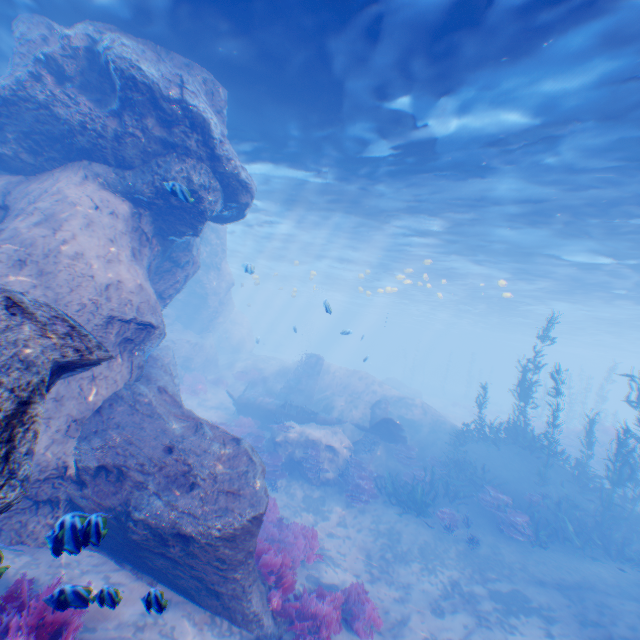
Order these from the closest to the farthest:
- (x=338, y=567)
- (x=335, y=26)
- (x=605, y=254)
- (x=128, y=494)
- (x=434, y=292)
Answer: (x=128, y=494) → (x=335, y=26) → (x=338, y=567) → (x=605, y=254) → (x=434, y=292)

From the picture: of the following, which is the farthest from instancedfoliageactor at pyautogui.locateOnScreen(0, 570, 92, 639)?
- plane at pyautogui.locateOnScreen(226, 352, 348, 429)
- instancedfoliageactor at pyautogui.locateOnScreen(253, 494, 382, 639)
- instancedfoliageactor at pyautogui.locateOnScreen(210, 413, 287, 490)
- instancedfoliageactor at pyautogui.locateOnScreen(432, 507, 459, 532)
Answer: plane at pyautogui.locateOnScreen(226, 352, 348, 429)

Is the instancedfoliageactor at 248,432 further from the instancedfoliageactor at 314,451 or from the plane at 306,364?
the instancedfoliageactor at 314,451

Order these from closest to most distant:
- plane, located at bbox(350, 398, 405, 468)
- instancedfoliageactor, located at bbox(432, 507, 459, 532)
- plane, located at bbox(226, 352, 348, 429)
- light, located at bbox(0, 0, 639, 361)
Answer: light, located at bbox(0, 0, 639, 361)
instancedfoliageactor, located at bbox(432, 507, 459, 532)
plane, located at bbox(350, 398, 405, 468)
plane, located at bbox(226, 352, 348, 429)

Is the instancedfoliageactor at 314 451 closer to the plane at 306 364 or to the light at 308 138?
the plane at 306 364

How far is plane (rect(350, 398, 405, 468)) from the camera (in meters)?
16.39

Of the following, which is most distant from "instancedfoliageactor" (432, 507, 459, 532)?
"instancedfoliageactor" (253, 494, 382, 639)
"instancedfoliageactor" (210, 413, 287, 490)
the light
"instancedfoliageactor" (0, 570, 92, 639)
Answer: "instancedfoliageactor" (0, 570, 92, 639)

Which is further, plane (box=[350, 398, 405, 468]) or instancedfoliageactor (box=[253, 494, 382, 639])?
plane (box=[350, 398, 405, 468])
